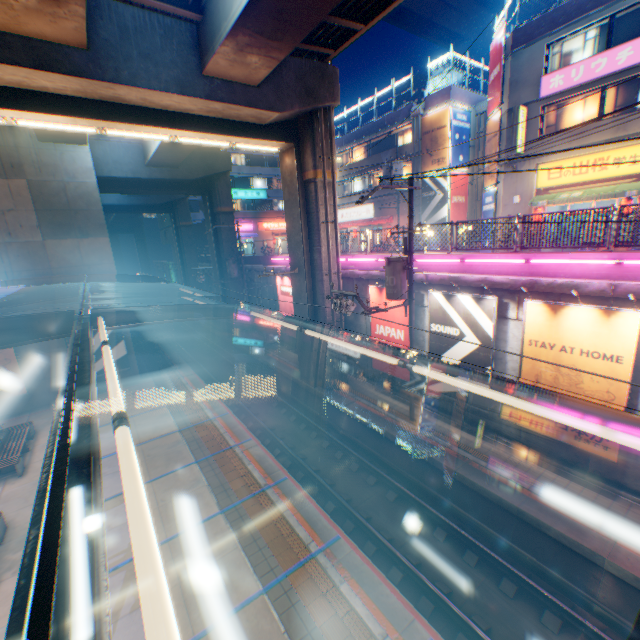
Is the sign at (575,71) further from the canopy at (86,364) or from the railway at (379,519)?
the canopy at (86,364)

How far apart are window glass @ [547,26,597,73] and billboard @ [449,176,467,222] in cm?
832

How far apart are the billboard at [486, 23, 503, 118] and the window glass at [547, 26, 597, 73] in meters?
2.3 m

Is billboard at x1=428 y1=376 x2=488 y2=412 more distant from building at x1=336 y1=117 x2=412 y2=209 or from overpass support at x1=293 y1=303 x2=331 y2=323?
building at x1=336 y1=117 x2=412 y2=209

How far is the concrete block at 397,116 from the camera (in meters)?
28.25

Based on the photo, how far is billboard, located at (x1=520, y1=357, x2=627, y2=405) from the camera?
8.7 meters

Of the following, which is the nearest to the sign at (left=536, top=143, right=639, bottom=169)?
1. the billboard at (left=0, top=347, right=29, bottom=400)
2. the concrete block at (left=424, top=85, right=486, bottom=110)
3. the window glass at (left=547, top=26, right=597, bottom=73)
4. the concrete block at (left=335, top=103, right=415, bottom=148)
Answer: the window glass at (left=547, top=26, right=597, bottom=73)

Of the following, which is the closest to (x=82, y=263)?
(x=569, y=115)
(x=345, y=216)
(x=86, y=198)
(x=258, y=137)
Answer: (x=86, y=198)
